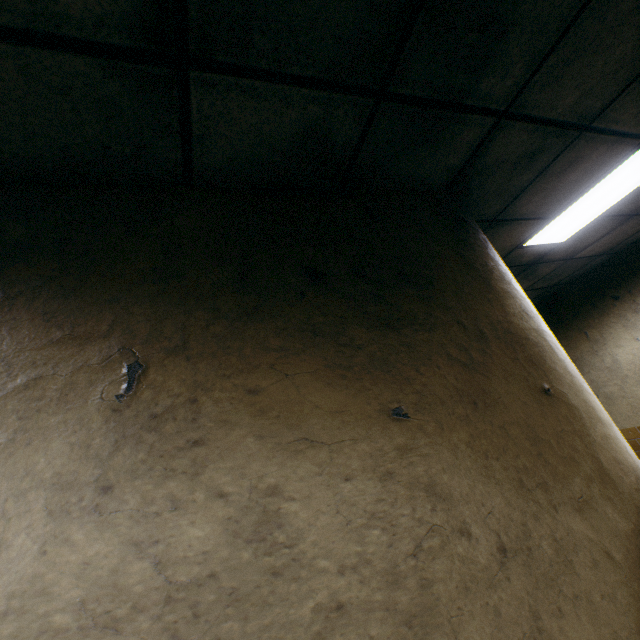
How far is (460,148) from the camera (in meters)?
1.53
